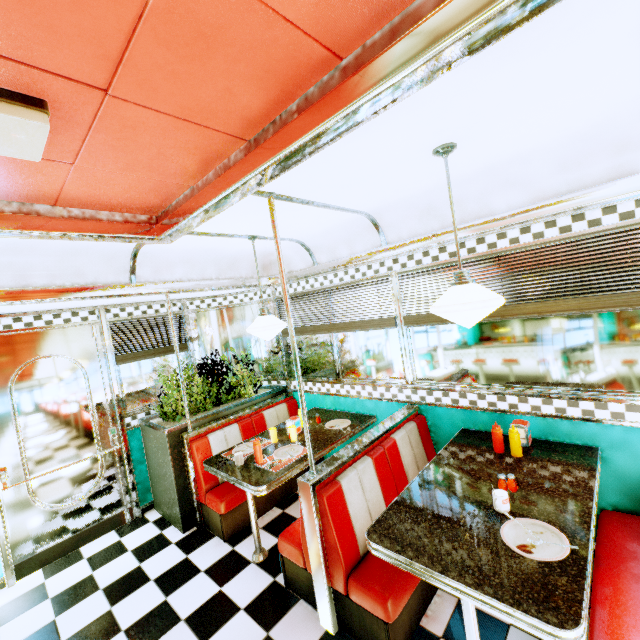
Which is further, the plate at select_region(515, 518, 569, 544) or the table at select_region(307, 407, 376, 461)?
the table at select_region(307, 407, 376, 461)

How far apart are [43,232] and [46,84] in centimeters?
126cm

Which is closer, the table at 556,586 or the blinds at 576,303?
the table at 556,586

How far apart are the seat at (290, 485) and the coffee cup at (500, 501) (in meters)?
2.59

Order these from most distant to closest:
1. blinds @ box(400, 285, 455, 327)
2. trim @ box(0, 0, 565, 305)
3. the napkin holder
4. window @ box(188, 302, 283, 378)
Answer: window @ box(188, 302, 283, 378), blinds @ box(400, 285, 455, 327), the napkin holder, trim @ box(0, 0, 565, 305)

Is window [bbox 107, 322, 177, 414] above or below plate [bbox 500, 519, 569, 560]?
above

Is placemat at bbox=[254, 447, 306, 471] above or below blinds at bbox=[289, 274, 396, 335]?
below

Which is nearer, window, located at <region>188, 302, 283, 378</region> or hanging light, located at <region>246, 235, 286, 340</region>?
hanging light, located at <region>246, 235, 286, 340</region>
